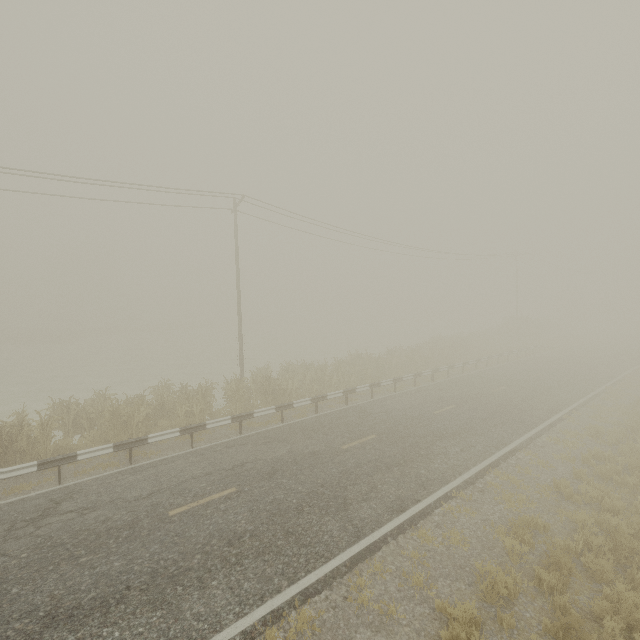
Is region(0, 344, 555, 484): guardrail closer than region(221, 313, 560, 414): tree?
Yes

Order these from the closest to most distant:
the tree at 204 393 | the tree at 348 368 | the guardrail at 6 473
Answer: the guardrail at 6 473 < the tree at 204 393 < the tree at 348 368

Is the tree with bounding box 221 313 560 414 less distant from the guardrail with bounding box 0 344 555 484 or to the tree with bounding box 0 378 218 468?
the guardrail with bounding box 0 344 555 484

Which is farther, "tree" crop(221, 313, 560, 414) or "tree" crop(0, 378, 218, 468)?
"tree" crop(221, 313, 560, 414)

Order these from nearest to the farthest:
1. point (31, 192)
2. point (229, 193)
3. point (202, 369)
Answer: point (31, 192) → point (229, 193) → point (202, 369)

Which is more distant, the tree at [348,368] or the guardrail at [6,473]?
the tree at [348,368]

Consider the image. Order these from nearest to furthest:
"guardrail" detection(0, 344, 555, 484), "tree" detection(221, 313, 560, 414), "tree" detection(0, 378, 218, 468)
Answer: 1. "guardrail" detection(0, 344, 555, 484)
2. "tree" detection(0, 378, 218, 468)
3. "tree" detection(221, 313, 560, 414)
